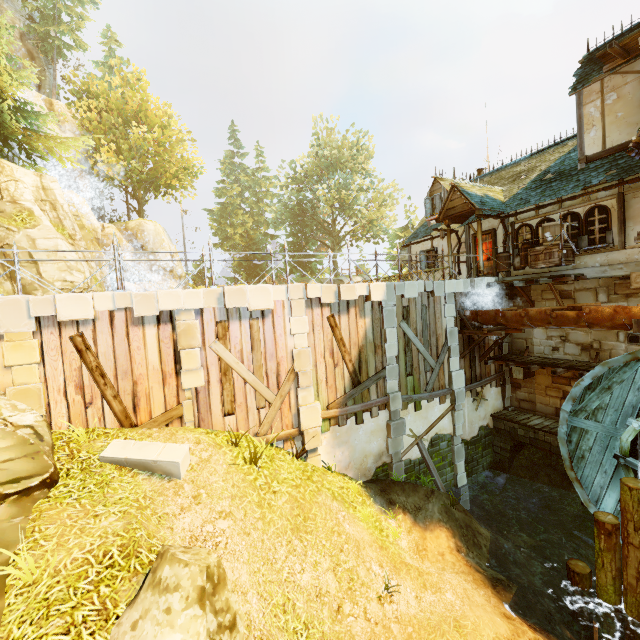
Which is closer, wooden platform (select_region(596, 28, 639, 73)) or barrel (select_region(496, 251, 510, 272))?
wooden platform (select_region(596, 28, 639, 73))

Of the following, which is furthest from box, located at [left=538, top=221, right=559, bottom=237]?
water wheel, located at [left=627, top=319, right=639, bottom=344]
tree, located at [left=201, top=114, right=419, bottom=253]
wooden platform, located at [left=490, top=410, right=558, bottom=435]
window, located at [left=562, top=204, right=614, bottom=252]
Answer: tree, located at [left=201, top=114, right=419, bottom=253]

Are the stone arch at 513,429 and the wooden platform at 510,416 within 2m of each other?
yes

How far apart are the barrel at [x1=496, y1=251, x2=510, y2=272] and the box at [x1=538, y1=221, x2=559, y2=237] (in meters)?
0.96

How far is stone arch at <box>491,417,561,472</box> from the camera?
12.5m

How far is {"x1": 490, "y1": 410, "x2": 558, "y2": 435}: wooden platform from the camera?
12.52m

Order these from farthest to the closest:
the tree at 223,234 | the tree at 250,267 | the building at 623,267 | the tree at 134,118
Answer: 1. the tree at 250,267
2. the tree at 223,234
3. the tree at 134,118
4. the building at 623,267

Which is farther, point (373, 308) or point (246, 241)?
point (246, 241)
